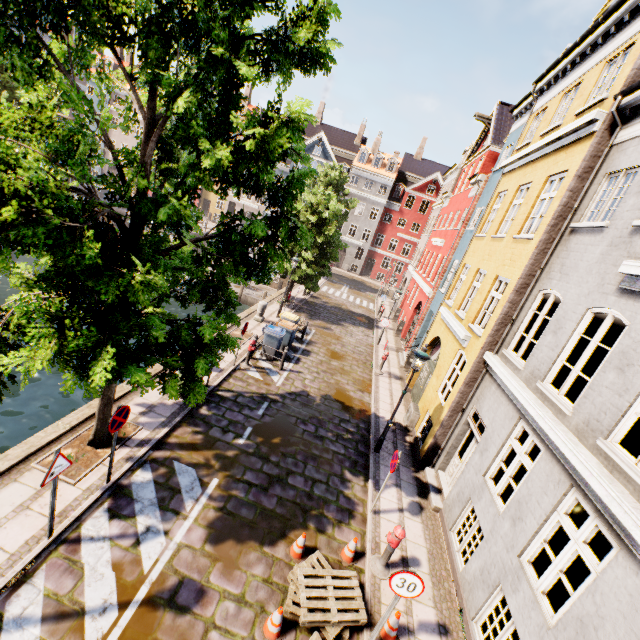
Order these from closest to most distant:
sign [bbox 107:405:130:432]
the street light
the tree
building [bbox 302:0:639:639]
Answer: the tree < building [bbox 302:0:639:639] < sign [bbox 107:405:130:432] < the street light

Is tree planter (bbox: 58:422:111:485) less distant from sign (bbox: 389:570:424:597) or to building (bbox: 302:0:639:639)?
sign (bbox: 389:570:424:597)

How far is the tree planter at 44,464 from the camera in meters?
6.5 m

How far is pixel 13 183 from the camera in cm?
360

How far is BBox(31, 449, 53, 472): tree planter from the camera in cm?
650

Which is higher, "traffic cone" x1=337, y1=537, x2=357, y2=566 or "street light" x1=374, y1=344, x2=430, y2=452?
"street light" x1=374, y1=344, x2=430, y2=452

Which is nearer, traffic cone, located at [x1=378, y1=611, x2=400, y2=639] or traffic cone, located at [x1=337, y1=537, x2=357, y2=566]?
traffic cone, located at [x1=378, y1=611, x2=400, y2=639]

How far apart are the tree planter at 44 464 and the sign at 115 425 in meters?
1.5
